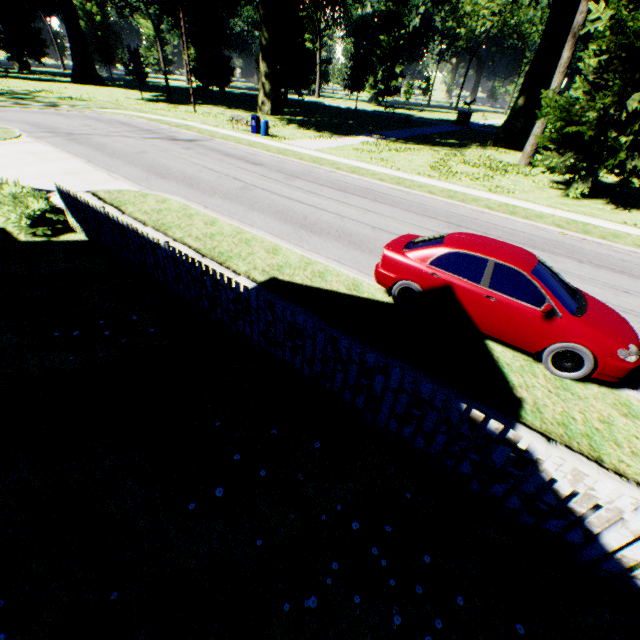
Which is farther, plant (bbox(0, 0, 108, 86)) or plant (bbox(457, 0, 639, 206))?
plant (bbox(0, 0, 108, 86))

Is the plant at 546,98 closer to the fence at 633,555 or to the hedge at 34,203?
the fence at 633,555

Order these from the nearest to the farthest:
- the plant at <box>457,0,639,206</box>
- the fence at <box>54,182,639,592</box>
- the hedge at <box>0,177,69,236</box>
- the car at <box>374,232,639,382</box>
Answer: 1. the fence at <box>54,182,639,592</box>
2. the car at <box>374,232,639,382</box>
3. the hedge at <box>0,177,69,236</box>
4. the plant at <box>457,0,639,206</box>

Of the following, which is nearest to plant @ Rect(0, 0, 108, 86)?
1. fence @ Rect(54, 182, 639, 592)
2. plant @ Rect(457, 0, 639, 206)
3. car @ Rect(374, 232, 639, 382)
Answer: fence @ Rect(54, 182, 639, 592)

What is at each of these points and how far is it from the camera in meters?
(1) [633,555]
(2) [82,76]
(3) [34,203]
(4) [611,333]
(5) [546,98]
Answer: (1) fence, 3.1 m
(2) plant, 47.6 m
(3) hedge, 8.8 m
(4) car, 5.3 m
(5) plant, 16.9 m

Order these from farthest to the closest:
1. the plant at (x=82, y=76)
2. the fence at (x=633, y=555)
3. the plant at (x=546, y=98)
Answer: the plant at (x=82, y=76), the plant at (x=546, y=98), the fence at (x=633, y=555)

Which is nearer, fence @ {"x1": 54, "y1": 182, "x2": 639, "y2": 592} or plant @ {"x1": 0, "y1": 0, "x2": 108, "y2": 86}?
fence @ {"x1": 54, "y1": 182, "x2": 639, "y2": 592}

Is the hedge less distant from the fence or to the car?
the fence
